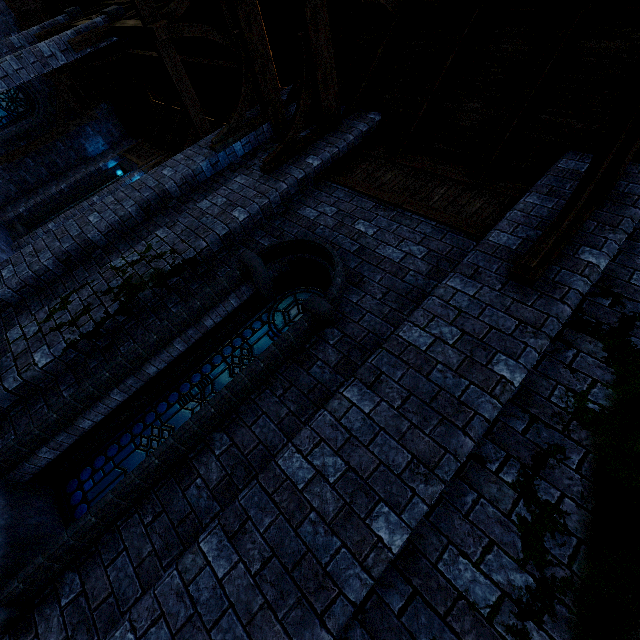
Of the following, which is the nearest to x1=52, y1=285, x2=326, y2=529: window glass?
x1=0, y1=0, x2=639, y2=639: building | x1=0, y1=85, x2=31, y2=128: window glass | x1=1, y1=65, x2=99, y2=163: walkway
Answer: x1=0, y1=0, x2=639, y2=639: building

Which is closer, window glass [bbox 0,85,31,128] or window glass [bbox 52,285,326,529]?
window glass [bbox 52,285,326,529]

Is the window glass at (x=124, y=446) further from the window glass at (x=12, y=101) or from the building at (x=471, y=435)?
the window glass at (x=12, y=101)

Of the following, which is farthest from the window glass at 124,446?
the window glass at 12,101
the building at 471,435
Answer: the window glass at 12,101

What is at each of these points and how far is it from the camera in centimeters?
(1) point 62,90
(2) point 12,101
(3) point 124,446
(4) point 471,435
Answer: (1) walkway, 1400cm
(2) window glass, 1366cm
(3) window glass, 365cm
(4) building, 232cm

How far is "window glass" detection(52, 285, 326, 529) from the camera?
3.4m

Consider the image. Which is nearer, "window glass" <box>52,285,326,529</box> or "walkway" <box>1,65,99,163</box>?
"window glass" <box>52,285,326,529</box>

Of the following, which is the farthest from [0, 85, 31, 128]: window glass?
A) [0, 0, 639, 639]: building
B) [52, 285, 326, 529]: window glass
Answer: [52, 285, 326, 529]: window glass
